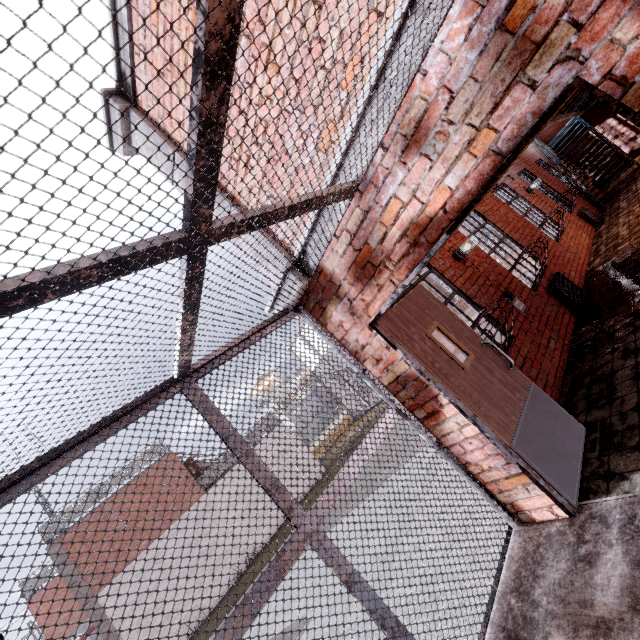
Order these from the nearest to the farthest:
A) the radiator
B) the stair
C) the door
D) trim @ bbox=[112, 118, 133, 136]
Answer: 1. the stair
2. the door
3. trim @ bbox=[112, 118, 133, 136]
4. the radiator

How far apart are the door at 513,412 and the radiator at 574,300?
3.09m

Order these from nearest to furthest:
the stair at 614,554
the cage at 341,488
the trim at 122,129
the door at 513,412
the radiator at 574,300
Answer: the cage at 341,488, the stair at 614,554, the door at 513,412, the trim at 122,129, the radiator at 574,300

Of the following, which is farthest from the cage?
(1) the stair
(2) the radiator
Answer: (2) the radiator

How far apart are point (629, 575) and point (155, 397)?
3.3 meters

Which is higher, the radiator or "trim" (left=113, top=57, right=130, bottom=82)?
"trim" (left=113, top=57, right=130, bottom=82)

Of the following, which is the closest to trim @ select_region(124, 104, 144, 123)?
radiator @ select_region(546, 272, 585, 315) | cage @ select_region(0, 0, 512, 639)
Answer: cage @ select_region(0, 0, 512, 639)

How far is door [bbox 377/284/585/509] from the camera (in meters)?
2.74
